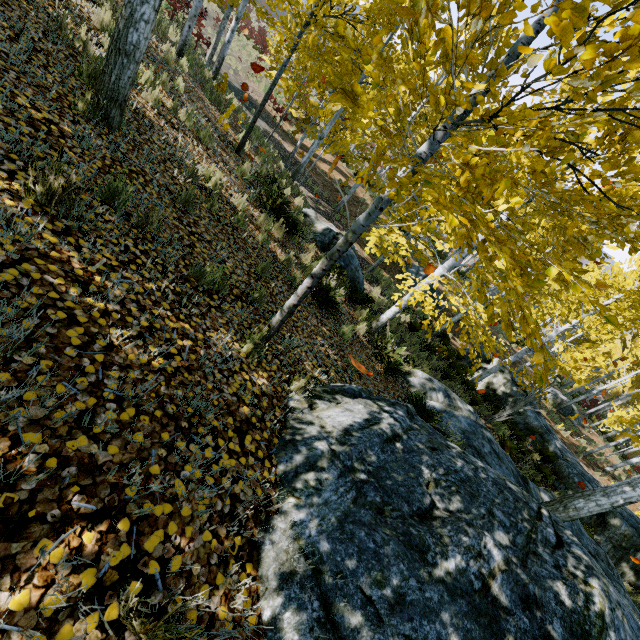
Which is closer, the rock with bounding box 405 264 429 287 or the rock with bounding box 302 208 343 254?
the rock with bounding box 302 208 343 254

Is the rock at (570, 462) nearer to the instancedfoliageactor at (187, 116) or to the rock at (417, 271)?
the instancedfoliageactor at (187, 116)

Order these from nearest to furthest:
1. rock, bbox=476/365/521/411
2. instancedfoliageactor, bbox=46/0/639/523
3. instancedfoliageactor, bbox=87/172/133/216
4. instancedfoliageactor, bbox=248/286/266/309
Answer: instancedfoliageactor, bbox=46/0/639/523 < instancedfoliageactor, bbox=87/172/133/216 < instancedfoliageactor, bbox=248/286/266/309 < rock, bbox=476/365/521/411

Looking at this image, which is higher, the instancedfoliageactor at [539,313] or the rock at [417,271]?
the instancedfoliageactor at [539,313]

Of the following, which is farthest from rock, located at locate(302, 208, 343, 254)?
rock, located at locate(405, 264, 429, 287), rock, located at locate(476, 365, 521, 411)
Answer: rock, located at locate(405, 264, 429, 287)

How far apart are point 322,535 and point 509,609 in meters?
1.5 m

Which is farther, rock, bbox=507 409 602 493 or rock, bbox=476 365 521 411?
rock, bbox=476 365 521 411

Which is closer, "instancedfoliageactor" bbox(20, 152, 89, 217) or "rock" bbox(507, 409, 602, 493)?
"instancedfoliageactor" bbox(20, 152, 89, 217)
